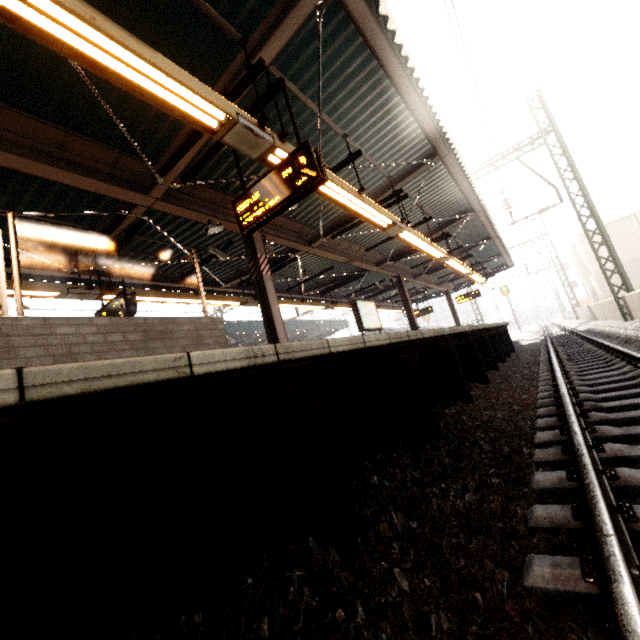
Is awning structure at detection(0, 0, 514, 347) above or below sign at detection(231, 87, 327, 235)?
above

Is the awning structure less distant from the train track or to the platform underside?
the platform underside

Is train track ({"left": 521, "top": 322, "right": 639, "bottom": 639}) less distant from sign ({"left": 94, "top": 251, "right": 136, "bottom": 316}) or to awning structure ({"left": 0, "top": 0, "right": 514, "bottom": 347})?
awning structure ({"left": 0, "top": 0, "right": 514, "bottom": 347})

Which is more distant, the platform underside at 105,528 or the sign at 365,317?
the sign at 365,317

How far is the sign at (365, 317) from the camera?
10.76m

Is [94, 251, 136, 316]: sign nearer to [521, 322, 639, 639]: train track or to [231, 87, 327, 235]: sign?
[231, 87, 327, 235]: sign

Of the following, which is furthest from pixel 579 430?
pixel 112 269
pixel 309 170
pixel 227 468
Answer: pixel 112 269

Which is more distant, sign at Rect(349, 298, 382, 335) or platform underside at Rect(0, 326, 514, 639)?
sign at Rect(349, 298, 382, 335)
